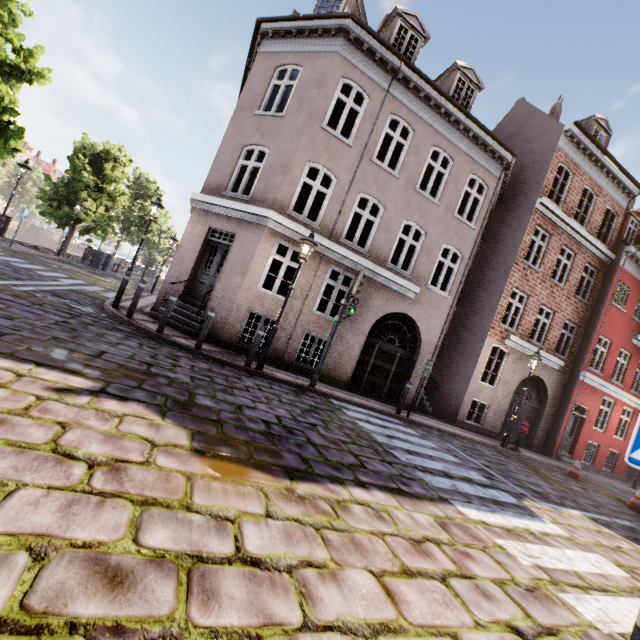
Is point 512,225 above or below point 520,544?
above

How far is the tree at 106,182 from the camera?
21.30m

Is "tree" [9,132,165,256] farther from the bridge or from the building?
the building

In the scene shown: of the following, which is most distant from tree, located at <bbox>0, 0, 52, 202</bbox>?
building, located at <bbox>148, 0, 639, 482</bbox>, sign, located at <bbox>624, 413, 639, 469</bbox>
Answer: sign, located at <bbox>624, 413, 639, 469</bbox>

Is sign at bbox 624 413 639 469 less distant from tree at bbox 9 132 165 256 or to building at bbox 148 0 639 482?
building at bbox 148 0 639 482

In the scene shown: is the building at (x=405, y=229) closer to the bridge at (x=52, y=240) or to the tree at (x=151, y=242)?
the tree at (x=151, y=242)

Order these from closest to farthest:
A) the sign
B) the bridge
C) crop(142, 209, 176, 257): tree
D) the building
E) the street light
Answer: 1. the sign
2. the street light
3. the building
4. crop(142, 209, 176, 257): tree
5. the bridge

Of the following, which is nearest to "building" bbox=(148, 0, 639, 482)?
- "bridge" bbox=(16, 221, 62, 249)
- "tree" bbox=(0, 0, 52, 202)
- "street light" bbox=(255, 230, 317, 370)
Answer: "street light" bbox=(255, 230, 317, 370)
